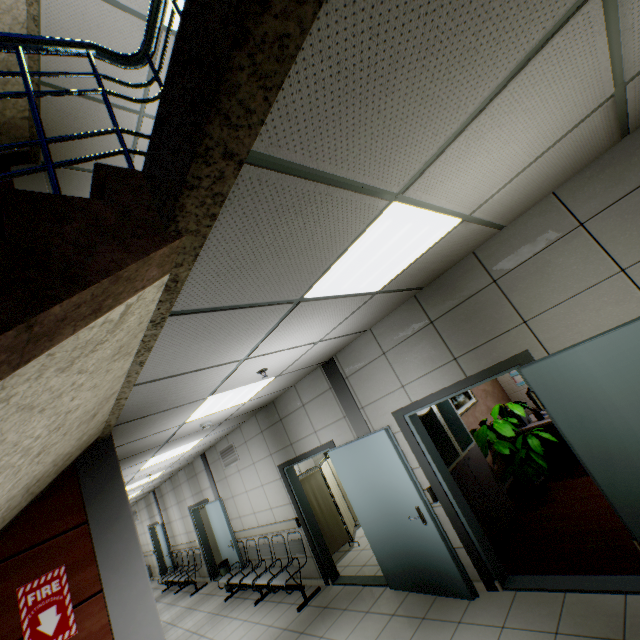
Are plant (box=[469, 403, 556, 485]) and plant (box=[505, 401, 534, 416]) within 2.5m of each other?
yes

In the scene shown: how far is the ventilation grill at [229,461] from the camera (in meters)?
7.57

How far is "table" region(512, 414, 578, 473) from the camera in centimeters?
526cm

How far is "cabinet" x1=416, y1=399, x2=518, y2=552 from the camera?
4.3m

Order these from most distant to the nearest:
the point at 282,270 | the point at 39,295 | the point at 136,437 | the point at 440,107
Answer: the point at 136,437, the point at 282,270, the point at 440,107, the point at 39,295

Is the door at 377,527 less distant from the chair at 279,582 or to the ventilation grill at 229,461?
the chair at 279,582

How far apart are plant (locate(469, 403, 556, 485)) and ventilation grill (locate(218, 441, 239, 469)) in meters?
5.3

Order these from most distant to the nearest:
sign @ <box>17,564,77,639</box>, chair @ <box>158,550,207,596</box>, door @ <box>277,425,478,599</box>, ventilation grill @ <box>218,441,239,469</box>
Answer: chair @ <box>158,550,207,596</box> → ventilation grill @ <box>218,441,239,469</box> → door @ <box>277,425,478,599</box> → sign @ <box>17,564,77,639</box>
